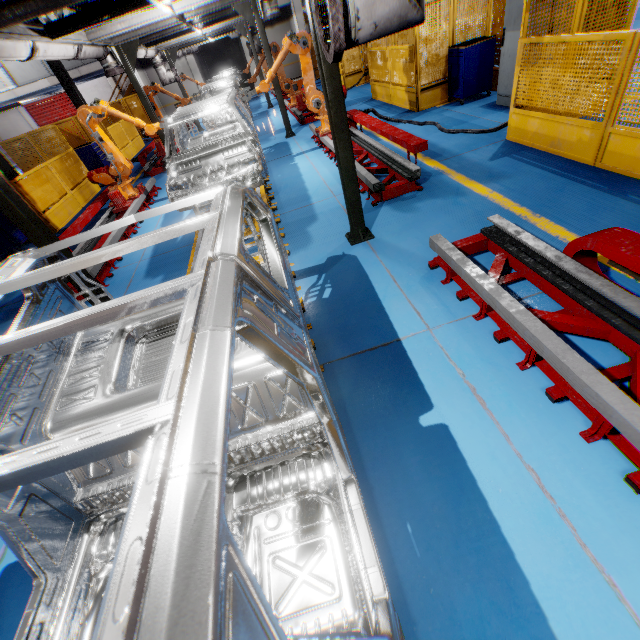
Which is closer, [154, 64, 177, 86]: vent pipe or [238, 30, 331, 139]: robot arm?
[238, 30, 331, 139]: robot arm

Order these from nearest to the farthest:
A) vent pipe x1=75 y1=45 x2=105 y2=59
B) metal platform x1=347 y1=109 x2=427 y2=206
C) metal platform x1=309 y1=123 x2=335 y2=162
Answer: metal platform x1=347 y1=109 x2=427 y2=206, vent pipe x1=75 y1=45 x2=105 y2=59, metal platform x1=309 y1=123 x2=335 y2=162

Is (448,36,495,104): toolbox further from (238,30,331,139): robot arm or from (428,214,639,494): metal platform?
(428,214,639,494): metal platform

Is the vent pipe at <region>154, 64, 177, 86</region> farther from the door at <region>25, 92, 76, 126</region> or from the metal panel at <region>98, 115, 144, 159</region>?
the door at <region>25, 92, 76, 126</region>

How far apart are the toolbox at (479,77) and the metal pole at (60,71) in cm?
1583

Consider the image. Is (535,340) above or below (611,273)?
above

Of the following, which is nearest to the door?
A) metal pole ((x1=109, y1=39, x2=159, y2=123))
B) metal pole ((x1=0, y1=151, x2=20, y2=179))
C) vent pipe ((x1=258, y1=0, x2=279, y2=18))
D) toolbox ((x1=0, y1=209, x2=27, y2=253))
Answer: vent pipe ((x1=258, y1=0, x2=279, y2=18))

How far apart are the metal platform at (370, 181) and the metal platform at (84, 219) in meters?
4.9 m
